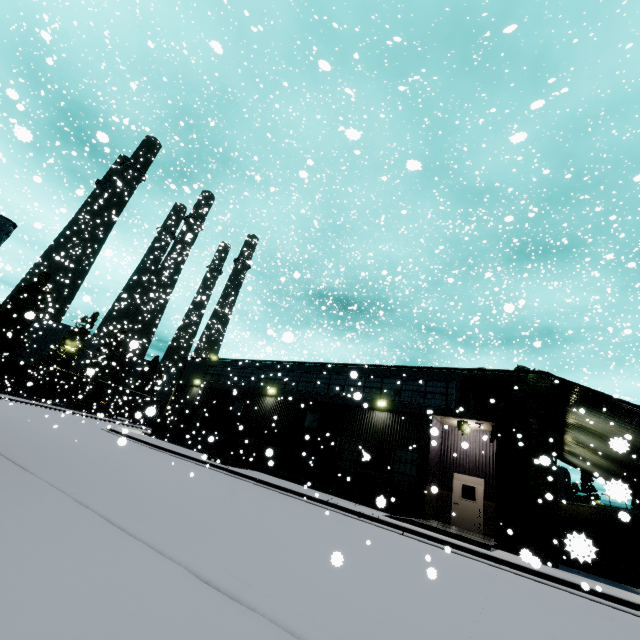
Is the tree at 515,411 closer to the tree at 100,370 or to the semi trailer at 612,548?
the semi trailer at 612,548

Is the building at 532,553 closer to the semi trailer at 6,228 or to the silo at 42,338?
the semi trailer at 6,228

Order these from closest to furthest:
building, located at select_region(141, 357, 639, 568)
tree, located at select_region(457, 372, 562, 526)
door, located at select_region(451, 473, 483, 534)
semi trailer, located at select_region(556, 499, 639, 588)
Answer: semi trailer, located at select_region(556, 499, 639, 588)
tree, located at select_region(457, 372, 562, 526)
building, located at select_region(141, 357, 639, 568)
door, located at select_region(451, 473, 483, 534)

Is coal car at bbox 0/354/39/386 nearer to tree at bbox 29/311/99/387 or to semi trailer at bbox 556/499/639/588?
semi trailer at bbox 556/499/639/588

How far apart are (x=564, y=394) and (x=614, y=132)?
15.8 meters

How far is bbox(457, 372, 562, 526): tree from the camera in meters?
13.2 m

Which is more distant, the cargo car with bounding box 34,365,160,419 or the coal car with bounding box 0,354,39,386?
the coal car with bounding box 0,354,39,386

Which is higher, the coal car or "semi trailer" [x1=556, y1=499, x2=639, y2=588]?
the coal car
